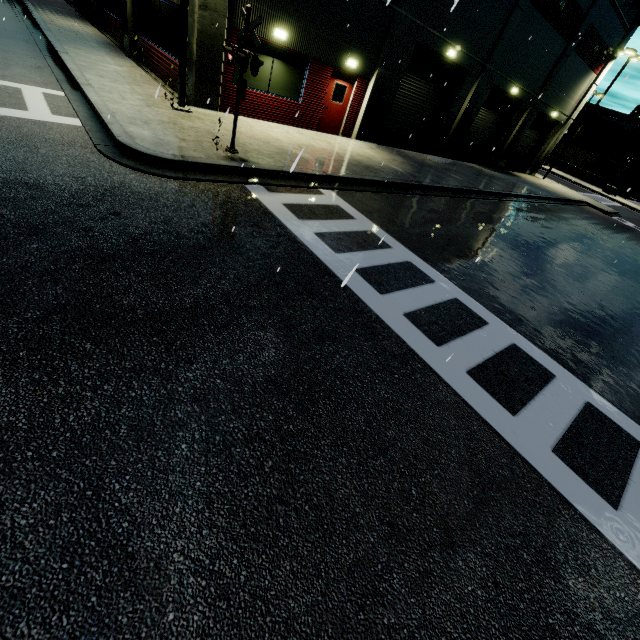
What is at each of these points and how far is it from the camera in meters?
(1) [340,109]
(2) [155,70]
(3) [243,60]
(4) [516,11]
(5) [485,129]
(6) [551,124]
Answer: (1) door, 14.8 m
(2) building, 13.6 m
(3) railroad crossing sign, 7.0 m
(4) building, 16.6 m
(5) roll-up door, 22.6 m
(6) roll-up door, 27.6 m

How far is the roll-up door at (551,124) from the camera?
26.2m

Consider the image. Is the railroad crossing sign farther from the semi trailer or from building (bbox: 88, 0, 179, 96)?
the semi trailer

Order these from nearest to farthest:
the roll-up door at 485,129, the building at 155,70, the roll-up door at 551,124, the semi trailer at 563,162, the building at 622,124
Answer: the building at 155,70
the roll-up door at 485,129
the roll-up door at 551,124
the semi trailer at 563,162
the building at 622,124

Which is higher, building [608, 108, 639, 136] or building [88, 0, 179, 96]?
building [608, 108, 639, 136]

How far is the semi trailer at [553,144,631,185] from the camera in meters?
49.9

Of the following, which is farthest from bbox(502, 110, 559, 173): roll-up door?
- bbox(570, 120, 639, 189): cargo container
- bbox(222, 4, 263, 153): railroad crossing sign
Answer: bbox(222, 4, 263, 153): railroad crossing sign

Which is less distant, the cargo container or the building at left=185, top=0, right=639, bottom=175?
the building at left=185, top=0, right=639, bottom=175
